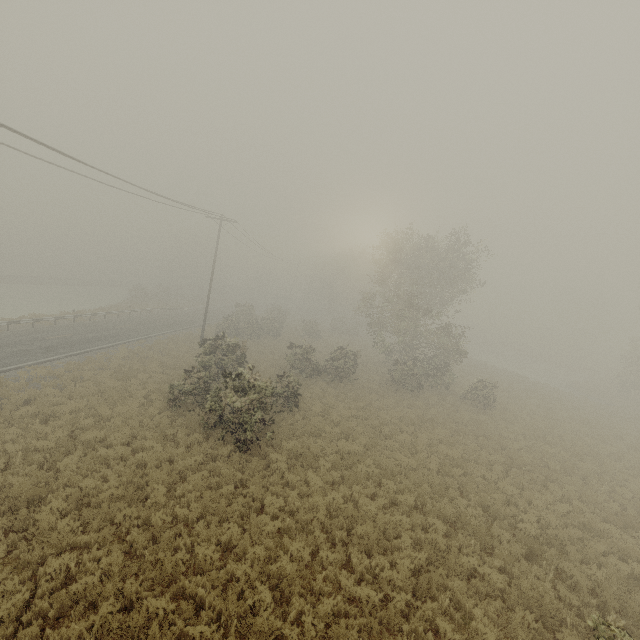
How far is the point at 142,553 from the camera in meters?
8.1
